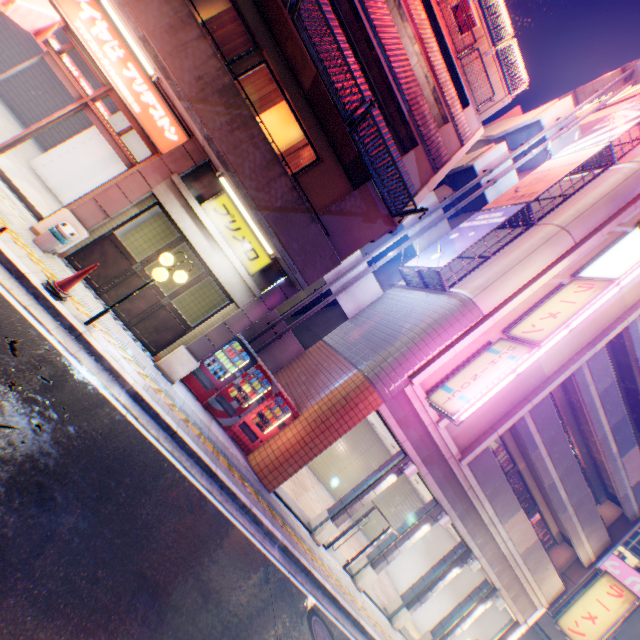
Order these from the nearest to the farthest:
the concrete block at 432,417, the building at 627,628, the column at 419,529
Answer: the concrete block at 432,417 < the column at 419,529 < the building at 627,628

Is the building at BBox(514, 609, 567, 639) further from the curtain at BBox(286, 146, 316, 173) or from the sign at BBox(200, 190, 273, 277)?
the curtain at BBox(286, 146, 316, 173)

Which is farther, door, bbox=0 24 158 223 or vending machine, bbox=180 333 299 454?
vending machine, bbox=180 333 299 454

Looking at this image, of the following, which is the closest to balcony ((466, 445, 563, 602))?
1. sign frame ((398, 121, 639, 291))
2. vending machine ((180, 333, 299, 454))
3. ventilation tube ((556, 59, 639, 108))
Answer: sign frame ((398, 121, 639, 291))

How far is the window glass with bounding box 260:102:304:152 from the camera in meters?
9.0

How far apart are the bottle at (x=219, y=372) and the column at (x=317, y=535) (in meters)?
6.08

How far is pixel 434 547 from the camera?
19.2 meters

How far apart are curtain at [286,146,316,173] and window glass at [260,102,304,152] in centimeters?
22cm
